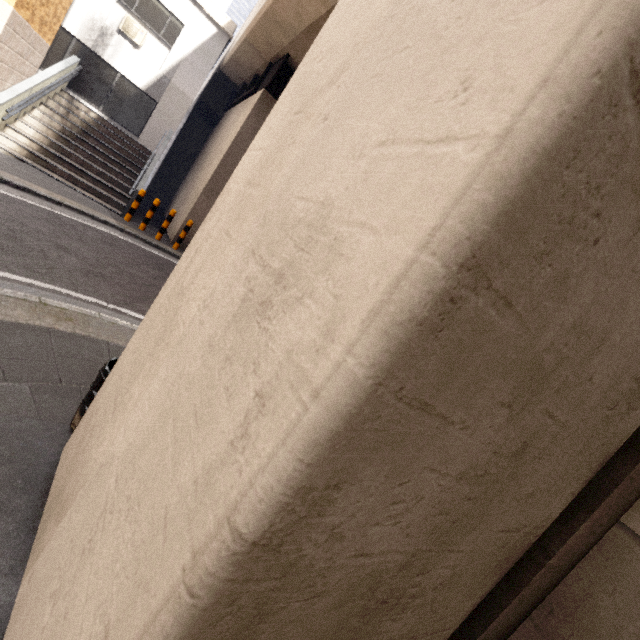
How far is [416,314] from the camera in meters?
0.6

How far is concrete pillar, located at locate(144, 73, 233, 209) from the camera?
15.68m

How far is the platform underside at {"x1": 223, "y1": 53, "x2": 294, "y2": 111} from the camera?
9.93m

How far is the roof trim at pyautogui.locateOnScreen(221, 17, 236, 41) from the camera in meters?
Answer: 13.0

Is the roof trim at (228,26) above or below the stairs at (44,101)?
above

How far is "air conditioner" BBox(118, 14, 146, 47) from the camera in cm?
1184

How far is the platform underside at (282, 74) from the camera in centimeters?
993cm

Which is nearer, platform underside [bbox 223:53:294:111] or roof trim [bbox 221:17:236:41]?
platform underside [bbox 223:53:294:111]
